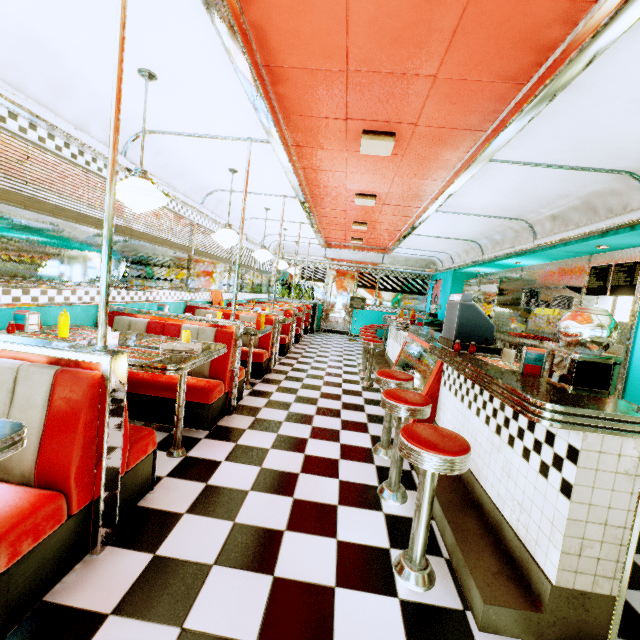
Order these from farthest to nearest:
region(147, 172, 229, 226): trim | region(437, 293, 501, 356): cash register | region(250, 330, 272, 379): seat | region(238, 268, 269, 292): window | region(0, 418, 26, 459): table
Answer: region(238, 268, 269, 292): window
region(250, 330, 272, 379): seat
region(147, 172, 229, 226): trim
region(437, 293, 501, 356): cash register
region(0, 418, 26, 459): table

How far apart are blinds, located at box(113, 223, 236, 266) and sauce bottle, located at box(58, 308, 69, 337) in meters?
1.5 m

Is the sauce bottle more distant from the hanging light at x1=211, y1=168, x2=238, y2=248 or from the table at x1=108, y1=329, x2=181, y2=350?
the hanging light at x1=211, y1=168, x2=238, y2=248

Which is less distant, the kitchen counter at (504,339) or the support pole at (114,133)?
the support pole at (114,133)

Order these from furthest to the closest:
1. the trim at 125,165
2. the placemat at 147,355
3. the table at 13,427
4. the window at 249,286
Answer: the window at 249,286, the trim at 125,165, the placemat at 147,355, the table at 13,427

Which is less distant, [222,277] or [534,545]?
[534,545]

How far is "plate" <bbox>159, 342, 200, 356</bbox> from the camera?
2.4 meters

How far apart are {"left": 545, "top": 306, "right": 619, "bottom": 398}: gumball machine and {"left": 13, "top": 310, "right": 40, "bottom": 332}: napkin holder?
3.8m
